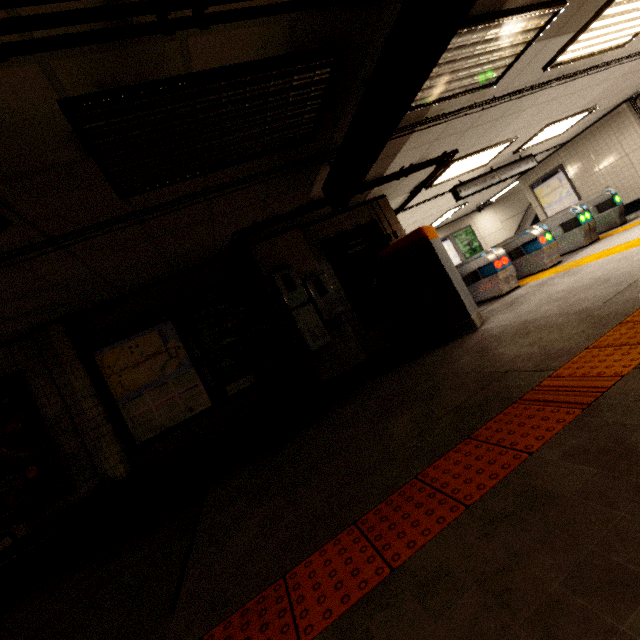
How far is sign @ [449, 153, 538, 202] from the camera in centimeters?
820cm

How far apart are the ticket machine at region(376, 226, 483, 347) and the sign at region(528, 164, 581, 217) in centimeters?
879cm

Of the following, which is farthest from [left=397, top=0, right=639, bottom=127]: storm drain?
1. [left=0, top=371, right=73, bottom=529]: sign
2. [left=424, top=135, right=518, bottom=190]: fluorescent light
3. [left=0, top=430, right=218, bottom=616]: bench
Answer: [left=0, top=430, right=218, bottom=616]: bench

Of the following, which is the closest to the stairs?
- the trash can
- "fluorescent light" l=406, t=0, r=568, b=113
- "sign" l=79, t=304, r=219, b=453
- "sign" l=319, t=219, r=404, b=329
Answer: "fluorescent light" l=406, t=0, r=568, b=113

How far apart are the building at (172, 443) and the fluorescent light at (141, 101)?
3.33m

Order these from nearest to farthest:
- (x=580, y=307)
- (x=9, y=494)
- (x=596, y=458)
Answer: (x=596, y=458) < (x=580, y=307) < (x=9, y=494)

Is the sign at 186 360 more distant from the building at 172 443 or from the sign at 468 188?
the sign at 468 188

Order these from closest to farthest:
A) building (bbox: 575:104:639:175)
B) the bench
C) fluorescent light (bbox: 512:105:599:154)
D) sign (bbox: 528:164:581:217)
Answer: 1. the bench
2. fluorescent light (bbox: 512:105:599:154)
3. building (bbox: 575:104:639:175)
4. sign (bbox: 528:164:581:217)
